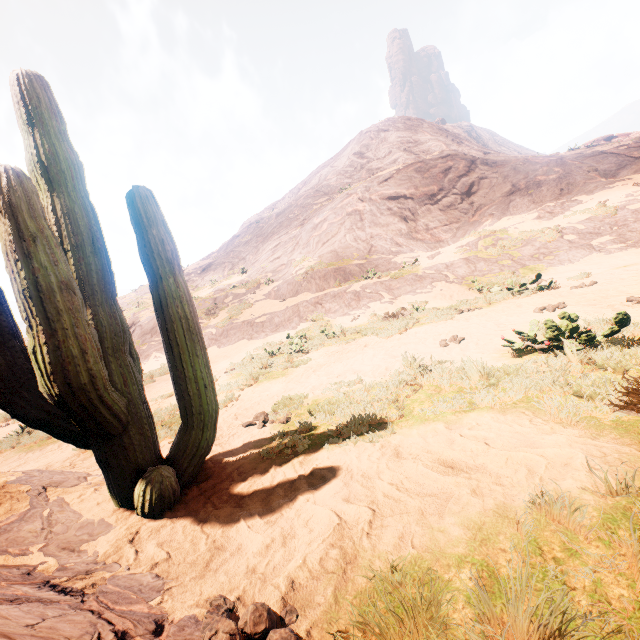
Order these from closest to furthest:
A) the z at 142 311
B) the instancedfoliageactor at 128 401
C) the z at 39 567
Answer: the z at 39 567
the instancedfoliageactor at 128 401
the z at 142 311

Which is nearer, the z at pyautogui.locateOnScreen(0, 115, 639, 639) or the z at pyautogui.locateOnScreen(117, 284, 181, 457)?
the z at pyautogui.locateOnScreen(0, 115, 639, 639)

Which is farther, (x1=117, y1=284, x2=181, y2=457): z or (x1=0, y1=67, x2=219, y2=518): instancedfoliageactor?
(x1=117, y1=284, x2=181, y2=457): z

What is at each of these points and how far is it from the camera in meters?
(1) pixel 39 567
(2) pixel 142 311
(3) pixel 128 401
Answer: (1) z, 2.1 m
(2) z, 24.9 m
(3) instancedfoliageactor, 2.9 m

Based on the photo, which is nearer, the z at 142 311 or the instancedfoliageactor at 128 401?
the instancedfoliageactor at 128 401

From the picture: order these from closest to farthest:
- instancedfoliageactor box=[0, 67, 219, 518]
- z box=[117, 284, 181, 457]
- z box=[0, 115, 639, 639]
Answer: z box=[0, 115, 639, 639]
instancedfoliageactor box=[0, 67, 219, 518]
z box=[117, 284, 181, 457]

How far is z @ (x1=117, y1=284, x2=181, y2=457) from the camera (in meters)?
5.67
